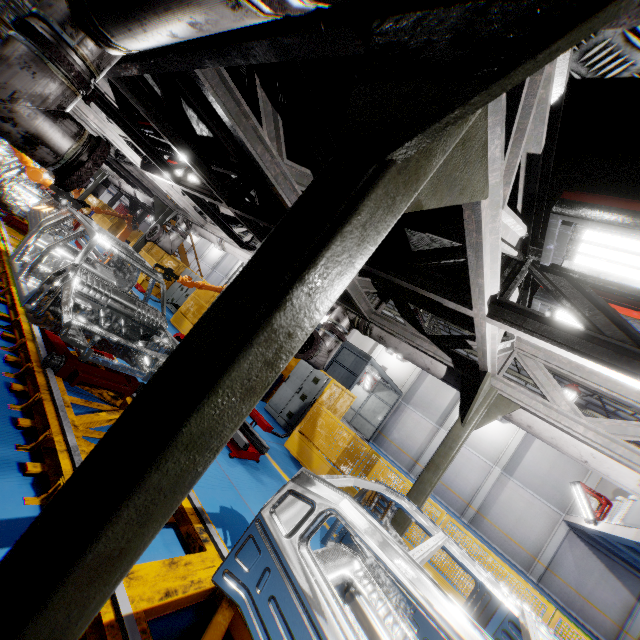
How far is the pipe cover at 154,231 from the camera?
9.50m

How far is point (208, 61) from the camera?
2.0 meters

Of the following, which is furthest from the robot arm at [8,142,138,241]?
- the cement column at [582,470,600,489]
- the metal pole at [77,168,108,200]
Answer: the cement column at [582,470,600,489]

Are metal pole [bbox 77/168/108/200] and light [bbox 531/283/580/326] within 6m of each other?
no

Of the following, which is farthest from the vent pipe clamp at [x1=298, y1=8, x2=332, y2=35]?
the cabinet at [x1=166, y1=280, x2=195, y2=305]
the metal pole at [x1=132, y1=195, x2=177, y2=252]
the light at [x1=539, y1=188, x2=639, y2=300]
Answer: the cabinet at [x1=166, y1=280, x2=195, y2=305]

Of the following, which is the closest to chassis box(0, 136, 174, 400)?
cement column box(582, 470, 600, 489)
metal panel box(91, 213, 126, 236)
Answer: metal panel box(91, 213, 126, 236)

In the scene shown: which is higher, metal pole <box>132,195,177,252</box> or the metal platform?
metal pole <box>132,195,177,252</box>

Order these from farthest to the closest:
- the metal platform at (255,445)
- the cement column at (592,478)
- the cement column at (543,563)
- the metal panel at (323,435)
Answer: the cement column at (592,478), the cement column at (543,563), the metal panel at (323,435), the metal platform at (255,445)
